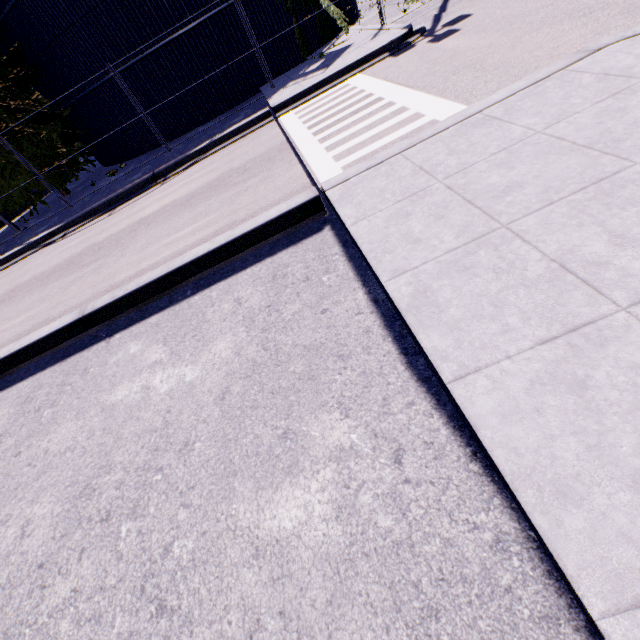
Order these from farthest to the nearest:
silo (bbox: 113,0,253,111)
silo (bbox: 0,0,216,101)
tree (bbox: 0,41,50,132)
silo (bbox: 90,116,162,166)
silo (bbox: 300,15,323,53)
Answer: silo (bbox: 90,116,162,166), silo (bbox: 300,15,323,53), tree (bbox: 0,41,50,132), silo (bbox: 113,0,253,111), silo (bbox: 0,0,216,101)

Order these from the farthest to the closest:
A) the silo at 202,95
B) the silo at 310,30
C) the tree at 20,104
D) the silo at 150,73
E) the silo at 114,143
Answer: the silo at 114,143, the silo at 310,30, the silo at 202,95, the tree at 20,104, the silo at 150,73

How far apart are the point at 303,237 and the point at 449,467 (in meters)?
4.10

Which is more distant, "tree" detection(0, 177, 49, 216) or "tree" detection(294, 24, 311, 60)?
"tree" detection(0, 177, 49, 216)

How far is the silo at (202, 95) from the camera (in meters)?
13.73

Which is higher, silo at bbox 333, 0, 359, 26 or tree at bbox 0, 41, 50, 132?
tree at bbox 0, 41, 50, 132

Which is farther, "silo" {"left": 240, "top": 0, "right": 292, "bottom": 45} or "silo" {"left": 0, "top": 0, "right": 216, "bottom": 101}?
"silo" {"left": 240, "top": 0, "right": 292, "bottom": 45}
